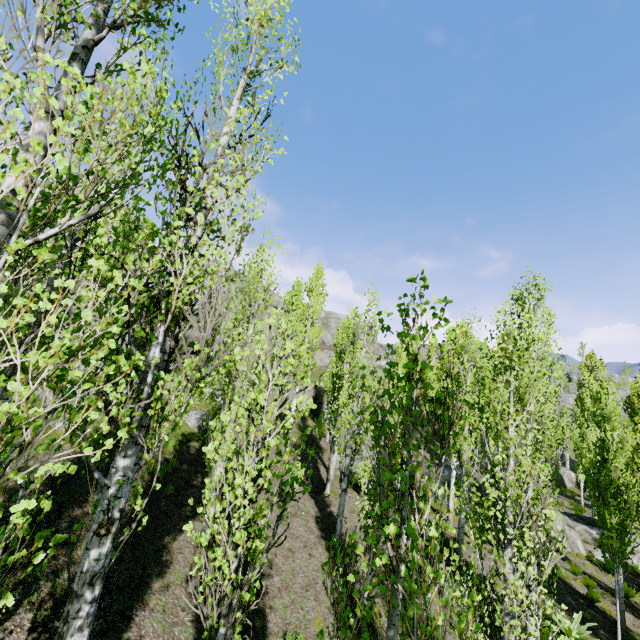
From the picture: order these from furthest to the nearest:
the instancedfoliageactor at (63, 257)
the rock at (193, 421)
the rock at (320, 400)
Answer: the rock at (320, 400) → the rock at (193, 421) → the instancedfoliageactor at (63, 257)

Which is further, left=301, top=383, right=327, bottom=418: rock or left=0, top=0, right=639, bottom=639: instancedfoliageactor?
left=301, top=383, right=327, bottom=418: rock

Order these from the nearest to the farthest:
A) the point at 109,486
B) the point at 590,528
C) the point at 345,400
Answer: the point at 109,486 → the point at 345,400 → the point at 590,528

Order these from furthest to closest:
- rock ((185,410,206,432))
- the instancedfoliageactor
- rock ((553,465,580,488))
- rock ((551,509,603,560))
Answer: rock ((553,465,580,488))
rock ((551,509,603,560))
rock ((185,410,206,432))
the instancedfoliageactor

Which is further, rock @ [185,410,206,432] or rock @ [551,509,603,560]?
rock @ [551,509,603,560]

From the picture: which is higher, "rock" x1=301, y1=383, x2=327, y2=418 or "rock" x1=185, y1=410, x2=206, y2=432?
"rock" x1=301, y1=383, x2=327, y2=418

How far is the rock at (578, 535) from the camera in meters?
17.2 m

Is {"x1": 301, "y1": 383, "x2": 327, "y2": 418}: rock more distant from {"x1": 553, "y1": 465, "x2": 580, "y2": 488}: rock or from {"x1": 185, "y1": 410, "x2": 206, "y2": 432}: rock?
{"x1": 185, "y1": 410, "x2": 206, "y2": 432}: rock
